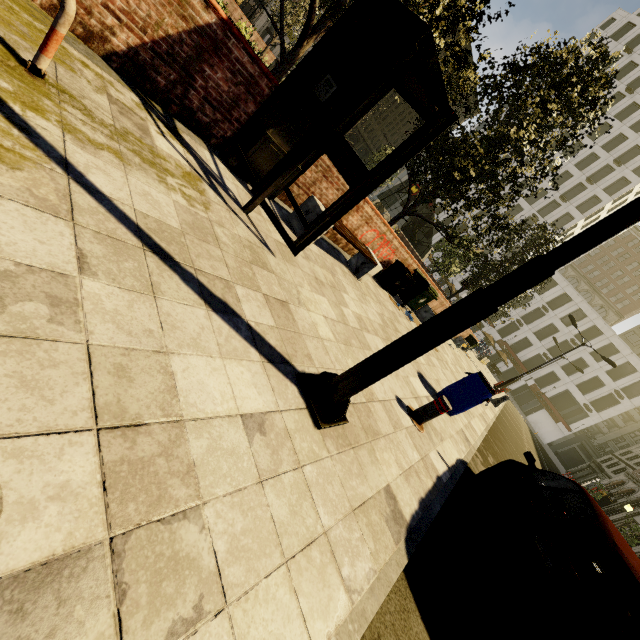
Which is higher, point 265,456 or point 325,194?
point 325,194

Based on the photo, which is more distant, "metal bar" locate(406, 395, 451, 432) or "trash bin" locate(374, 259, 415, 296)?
"trash bin" locate(374, 259, 415, 296)

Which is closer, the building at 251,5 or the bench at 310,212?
the bench at 310,212

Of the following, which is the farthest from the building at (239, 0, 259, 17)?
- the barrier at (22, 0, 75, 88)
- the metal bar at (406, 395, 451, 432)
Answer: the metal bar at (406, 395, 451, 432)

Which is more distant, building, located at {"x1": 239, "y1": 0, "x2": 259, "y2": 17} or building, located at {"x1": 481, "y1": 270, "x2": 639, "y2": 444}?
building, located at {"x1": 481, "y1": 270, "x2": 639, "y2": 444}

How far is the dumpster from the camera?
10.2m

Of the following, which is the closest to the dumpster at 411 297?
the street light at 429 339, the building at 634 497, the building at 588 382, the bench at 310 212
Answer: the bench at 310 212

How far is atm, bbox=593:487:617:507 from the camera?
37.3 meters
